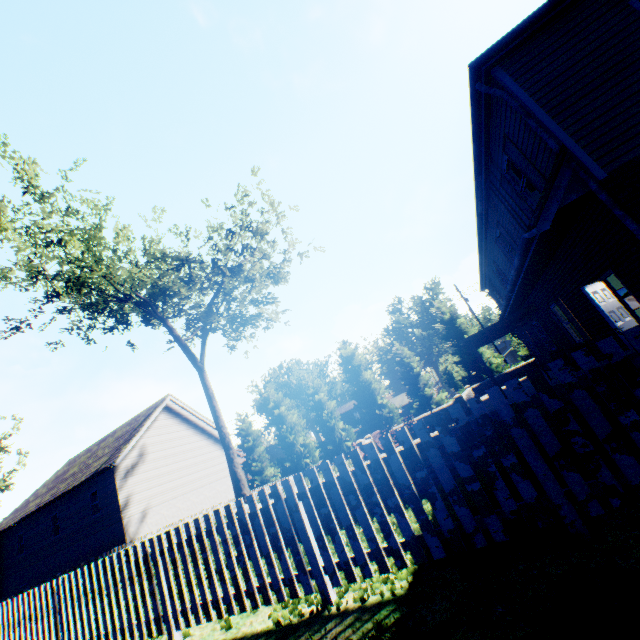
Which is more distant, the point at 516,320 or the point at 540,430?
the point at 516,320

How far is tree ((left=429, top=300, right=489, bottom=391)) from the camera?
29.2 meters

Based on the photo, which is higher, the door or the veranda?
the veranda

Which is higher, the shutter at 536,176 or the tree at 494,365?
the shutter at 536,176

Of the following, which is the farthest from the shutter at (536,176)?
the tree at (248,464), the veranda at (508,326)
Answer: the tree at (248,464)

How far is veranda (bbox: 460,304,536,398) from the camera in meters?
14.7

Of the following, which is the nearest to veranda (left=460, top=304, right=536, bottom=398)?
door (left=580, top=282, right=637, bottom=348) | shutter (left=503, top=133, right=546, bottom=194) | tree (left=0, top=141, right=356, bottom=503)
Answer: tree (left=0, top=141, right=356, bottom=503)
